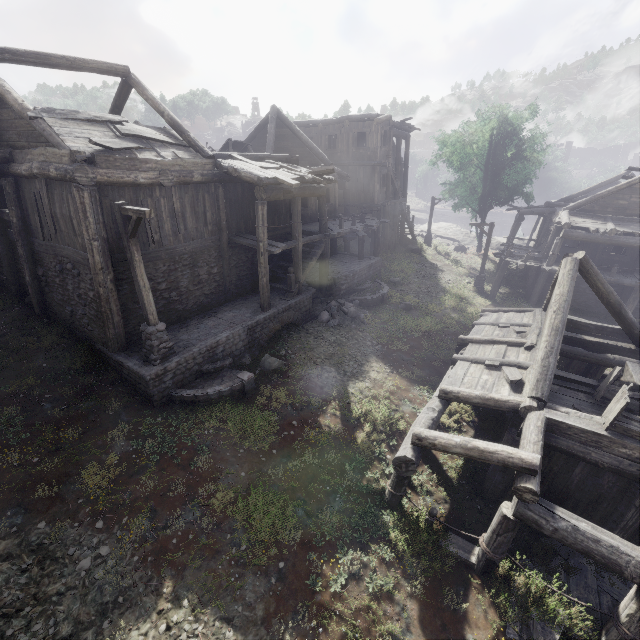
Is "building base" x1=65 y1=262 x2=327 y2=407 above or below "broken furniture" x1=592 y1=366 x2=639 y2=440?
below

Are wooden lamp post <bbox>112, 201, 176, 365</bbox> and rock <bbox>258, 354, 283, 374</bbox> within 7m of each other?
yes

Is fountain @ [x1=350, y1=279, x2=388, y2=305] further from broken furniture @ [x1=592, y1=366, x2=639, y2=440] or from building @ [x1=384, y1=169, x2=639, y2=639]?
broken furniture @ [x1=592, y1=366, x2=639, y2=440]

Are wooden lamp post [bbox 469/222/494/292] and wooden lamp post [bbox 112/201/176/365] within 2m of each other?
no

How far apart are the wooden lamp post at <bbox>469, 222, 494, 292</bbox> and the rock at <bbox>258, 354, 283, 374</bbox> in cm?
1654

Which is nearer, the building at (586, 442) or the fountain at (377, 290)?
the building at (586, 442)

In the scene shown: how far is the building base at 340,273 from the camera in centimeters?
1791cm

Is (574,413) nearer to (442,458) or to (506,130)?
(442,458)
